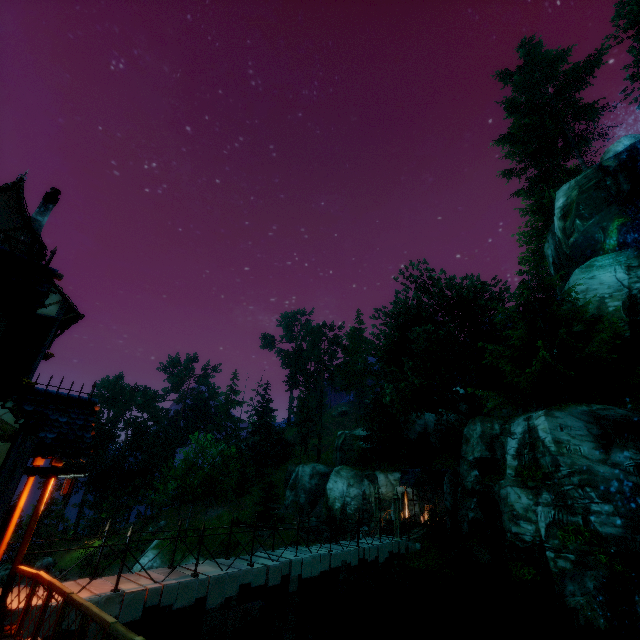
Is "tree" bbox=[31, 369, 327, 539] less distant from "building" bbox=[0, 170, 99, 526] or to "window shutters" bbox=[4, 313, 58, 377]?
"building" bbox=[0, 170, 99, 526]

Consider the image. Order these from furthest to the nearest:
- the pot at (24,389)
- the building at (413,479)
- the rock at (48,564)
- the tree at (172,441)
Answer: the rock at (48,564)
the tree at (172,441)
the building at (413,479)
the pot at (24,389)

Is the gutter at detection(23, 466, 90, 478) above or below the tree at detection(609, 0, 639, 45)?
below

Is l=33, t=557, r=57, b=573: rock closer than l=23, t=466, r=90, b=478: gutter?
No

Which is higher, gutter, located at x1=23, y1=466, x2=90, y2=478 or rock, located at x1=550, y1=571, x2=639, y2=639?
gutter, located at x1=23, y1=466, x2=90, y2=478

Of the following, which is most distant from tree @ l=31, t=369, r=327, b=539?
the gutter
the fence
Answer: the gutter

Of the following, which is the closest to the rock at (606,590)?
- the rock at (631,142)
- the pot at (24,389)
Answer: the pot at (24,389)

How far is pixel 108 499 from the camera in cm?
4456
